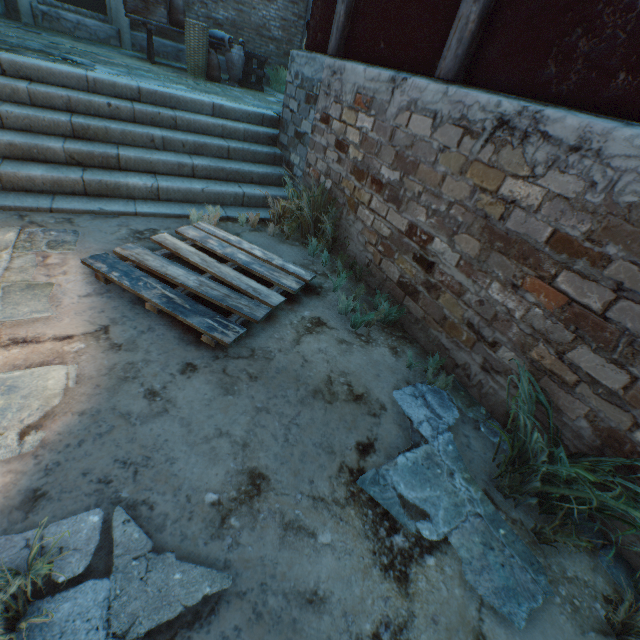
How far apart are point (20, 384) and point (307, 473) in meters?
1.7

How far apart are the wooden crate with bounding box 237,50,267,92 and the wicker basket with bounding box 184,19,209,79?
0.8 meters

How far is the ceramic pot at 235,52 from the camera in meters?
7.2

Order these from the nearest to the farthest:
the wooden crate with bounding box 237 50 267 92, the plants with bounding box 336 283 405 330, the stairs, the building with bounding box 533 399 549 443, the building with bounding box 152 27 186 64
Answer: the building with bounding box 533 399 549 443
the plants with bounding box 336 283 405 330
the stairs
the wooden crate with bounding box 237 50 267 92
the building with bounding box 152 27 186 64

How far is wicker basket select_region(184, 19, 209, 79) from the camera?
6.6 meters

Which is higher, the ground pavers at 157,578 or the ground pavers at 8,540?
the ground pavers at 157,578

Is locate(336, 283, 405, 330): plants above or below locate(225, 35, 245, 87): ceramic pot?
below

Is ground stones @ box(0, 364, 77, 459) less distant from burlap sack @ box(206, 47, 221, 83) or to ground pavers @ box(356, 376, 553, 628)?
ground pavers @ box(356, 376, 553, 628)
